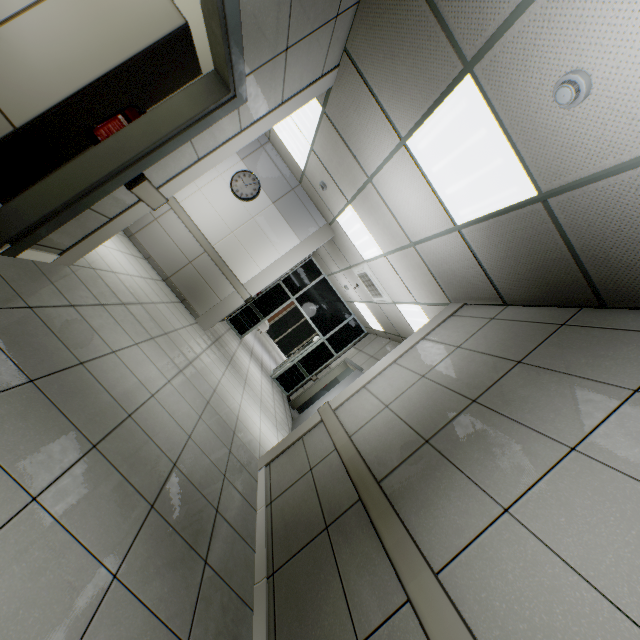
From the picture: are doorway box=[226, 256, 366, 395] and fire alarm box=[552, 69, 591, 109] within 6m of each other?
no

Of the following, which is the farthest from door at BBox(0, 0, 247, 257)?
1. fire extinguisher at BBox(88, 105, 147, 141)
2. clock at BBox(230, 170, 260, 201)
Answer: clock at BBox(230, 170, 260, 201)

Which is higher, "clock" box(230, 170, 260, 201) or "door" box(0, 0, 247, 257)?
"clock" box(230, 170, 260, 201)

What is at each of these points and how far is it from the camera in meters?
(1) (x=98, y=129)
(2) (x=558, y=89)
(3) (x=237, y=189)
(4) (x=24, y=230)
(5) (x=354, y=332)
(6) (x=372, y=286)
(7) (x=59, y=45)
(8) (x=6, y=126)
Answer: (1) fire extinguisher, 2.4
(2) fire alarm, 1.7
(3) clock, 6.2
(4) door, 2.3
(5) doorway, 10.3
(6) air conditioning vent, 6.6
(7) cabinet, 2.3
(8) laboratory table, 2.3

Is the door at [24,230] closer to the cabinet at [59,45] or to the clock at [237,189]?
the cabinet at [59,45]

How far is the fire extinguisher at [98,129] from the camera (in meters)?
2.37

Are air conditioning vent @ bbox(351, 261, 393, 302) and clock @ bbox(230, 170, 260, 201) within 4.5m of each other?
yes

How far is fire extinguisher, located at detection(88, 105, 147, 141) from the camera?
2.4m
